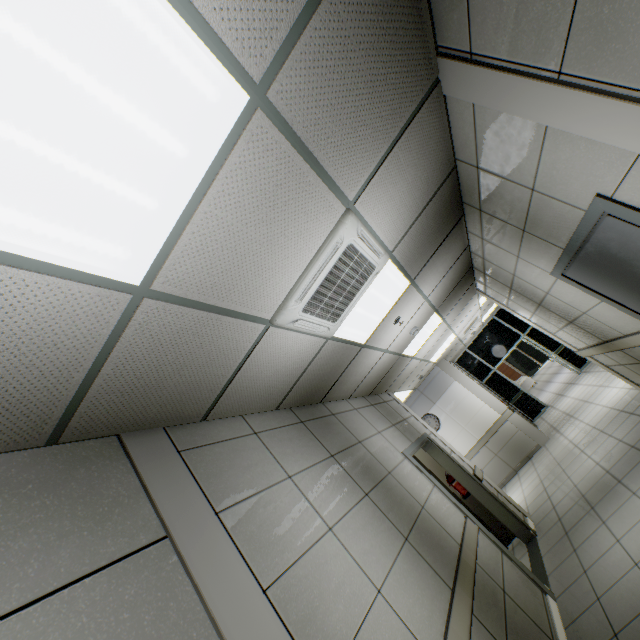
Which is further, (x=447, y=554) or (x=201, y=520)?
(x=447, y=554)

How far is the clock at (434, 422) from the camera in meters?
9.5 m

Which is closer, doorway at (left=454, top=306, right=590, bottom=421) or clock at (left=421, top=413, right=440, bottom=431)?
clock at (left=421, top=413, right=440, bottom=431)

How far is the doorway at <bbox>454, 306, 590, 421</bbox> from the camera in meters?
11.2 m

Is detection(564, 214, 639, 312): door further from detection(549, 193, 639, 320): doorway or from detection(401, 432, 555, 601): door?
detection(401, 432, 555, 601): door

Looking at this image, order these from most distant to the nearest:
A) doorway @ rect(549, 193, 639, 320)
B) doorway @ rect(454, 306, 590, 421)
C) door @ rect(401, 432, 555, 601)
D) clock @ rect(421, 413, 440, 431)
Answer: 1. doorway @ rect(454, 306, 590, 421)
2. clock @ rect(421, 413, 440, 431)
3. door @ rect(401, 432, 555, 601)
4. doorway @ rect(549, 193, 639, 320)

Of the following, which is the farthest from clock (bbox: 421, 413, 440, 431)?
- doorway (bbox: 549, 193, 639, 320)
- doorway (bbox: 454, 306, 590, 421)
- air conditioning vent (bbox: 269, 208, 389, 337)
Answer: air conditioning vent (bbox: 269, 208, 389, 337)

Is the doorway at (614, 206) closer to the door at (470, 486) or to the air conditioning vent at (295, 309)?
the air conditioning vent at (295, 309)
